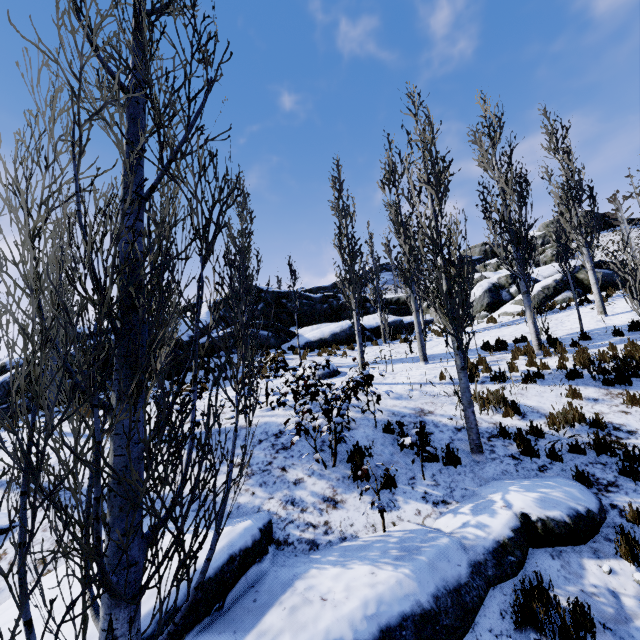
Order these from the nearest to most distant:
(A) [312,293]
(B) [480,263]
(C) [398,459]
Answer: (C) [398,459] < (A) [312,293] < (B) [480,263]

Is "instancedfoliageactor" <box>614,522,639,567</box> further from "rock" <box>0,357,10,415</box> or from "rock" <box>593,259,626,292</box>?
"rock" <box>593,259,626,292</box>

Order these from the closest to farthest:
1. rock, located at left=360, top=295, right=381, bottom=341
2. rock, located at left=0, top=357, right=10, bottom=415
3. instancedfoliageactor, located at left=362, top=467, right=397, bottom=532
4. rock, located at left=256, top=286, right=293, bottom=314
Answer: instancedfoliageactor, located at left=362, top=467, right=397, bottom=532 < rock, located at left=0, top=357, right=10, bottom=415 < rock, located at left=360, top=295, right=381, bottom=341 < rock, located at left=256, top=286, right=293, bottom=314

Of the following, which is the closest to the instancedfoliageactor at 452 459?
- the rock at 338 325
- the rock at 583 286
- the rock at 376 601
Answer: the rock at 376 601

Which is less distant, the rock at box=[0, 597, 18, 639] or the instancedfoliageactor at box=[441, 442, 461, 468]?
the rock at box=[0, 597, 18, 639]

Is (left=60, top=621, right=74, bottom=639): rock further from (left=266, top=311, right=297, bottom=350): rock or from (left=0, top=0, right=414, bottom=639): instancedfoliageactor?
(left=266, top=311, right=297, bottom=350): rock

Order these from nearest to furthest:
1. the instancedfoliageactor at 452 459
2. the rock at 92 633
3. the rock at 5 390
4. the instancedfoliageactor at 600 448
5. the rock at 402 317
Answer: the rock at 92 633 → the instancedfoliageactor at 600 448 → the instancedfoliageactor at 452 459 → the rock at 5 390 → the rock at 402 317

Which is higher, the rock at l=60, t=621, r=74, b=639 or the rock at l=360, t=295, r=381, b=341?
the rock at l=360, t=295, r=381, b=341
